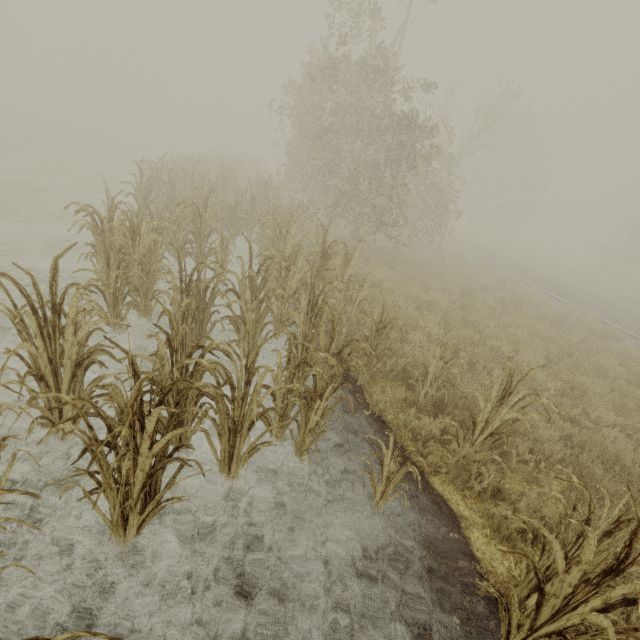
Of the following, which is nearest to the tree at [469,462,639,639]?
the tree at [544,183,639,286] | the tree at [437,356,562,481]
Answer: the tree at [437,356,562,481]

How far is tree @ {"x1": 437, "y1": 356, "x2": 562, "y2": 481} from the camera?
3.3 meters

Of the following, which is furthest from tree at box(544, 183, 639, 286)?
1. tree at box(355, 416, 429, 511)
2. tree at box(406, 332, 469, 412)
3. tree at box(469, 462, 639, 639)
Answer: tree at box(355, 416, 429, 511)

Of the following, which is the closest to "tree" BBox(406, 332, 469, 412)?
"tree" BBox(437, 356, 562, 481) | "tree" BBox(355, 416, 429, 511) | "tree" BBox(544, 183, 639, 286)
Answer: "tree" BBox(437, 356, 562, 481)

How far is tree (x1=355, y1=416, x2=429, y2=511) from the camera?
2.94m

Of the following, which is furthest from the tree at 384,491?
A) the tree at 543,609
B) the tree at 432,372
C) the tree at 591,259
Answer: the tree at 591,259

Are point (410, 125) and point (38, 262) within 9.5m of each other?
no

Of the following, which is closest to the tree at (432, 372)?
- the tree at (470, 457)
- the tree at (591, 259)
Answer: the tree at (470, 457)
